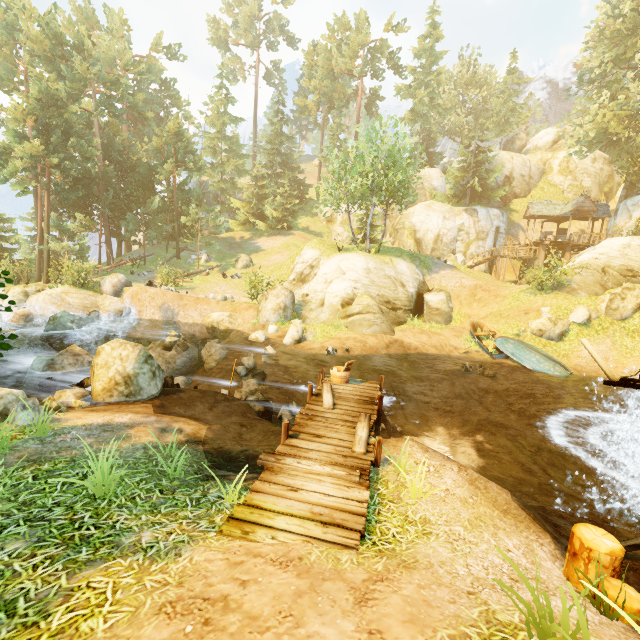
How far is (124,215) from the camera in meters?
33.3 m

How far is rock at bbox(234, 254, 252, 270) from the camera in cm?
3284

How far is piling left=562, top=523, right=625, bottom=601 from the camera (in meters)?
4.03

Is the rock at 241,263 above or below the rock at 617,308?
above

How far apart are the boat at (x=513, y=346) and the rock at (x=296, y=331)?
9.45m

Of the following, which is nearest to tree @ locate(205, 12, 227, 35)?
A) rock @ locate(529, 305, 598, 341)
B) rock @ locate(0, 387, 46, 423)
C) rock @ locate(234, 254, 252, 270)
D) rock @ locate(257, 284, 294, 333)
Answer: rock @ locate(234, 254, 252, 270)

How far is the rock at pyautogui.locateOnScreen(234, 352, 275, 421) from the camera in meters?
10.8 m

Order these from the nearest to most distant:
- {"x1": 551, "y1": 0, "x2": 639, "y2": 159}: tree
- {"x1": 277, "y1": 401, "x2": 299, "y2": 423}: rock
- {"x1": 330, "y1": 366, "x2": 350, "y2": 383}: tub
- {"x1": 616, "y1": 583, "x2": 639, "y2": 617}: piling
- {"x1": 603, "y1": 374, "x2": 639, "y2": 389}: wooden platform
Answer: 1. {"x1": 616, "y1": 583, "x2": 639, "y2": 617}: piling
2. {"x1": 603, "y1": 374, "x2": 639, "y2": 389}: wooden platform
3. {"x1": 330, "y1": 366, "x2": 350, "y2": 383}: tub
4. {"x1": 277, "y1": 401, "x2": 299, "y2": 423}: rock
5. {"x1": 551, "y1": 0, "x2": 639, "y2": 159}: tree
